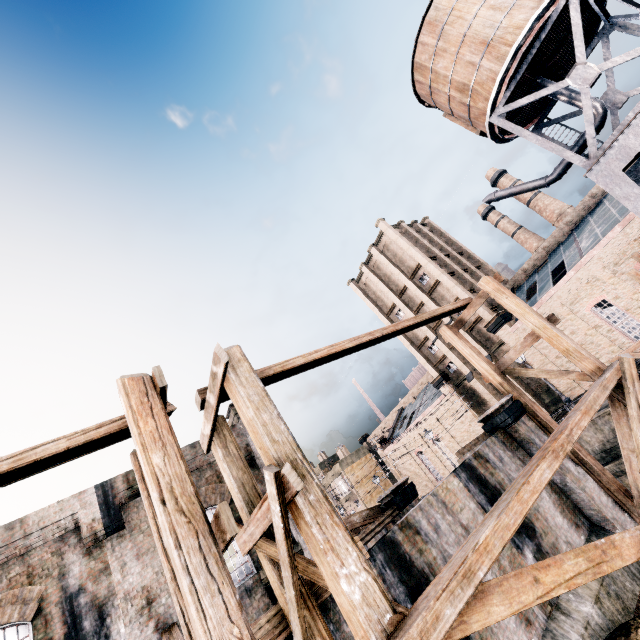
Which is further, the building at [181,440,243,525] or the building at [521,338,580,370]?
the building at [521,338,580,370]

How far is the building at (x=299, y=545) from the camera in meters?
12.2

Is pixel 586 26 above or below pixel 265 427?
above

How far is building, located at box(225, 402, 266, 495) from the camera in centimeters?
1383cm

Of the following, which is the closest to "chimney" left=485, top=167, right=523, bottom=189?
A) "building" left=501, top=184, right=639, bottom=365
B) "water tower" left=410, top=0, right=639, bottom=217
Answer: "building" left=501, top=184, right=639, bottom=365

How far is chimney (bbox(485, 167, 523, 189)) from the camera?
52.4m

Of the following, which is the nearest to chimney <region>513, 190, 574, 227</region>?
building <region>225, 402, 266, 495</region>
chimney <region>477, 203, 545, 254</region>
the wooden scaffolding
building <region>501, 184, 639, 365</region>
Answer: chimney <region>477, 203, 545, 254</region>

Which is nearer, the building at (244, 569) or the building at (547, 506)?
the building at (244, 569)
